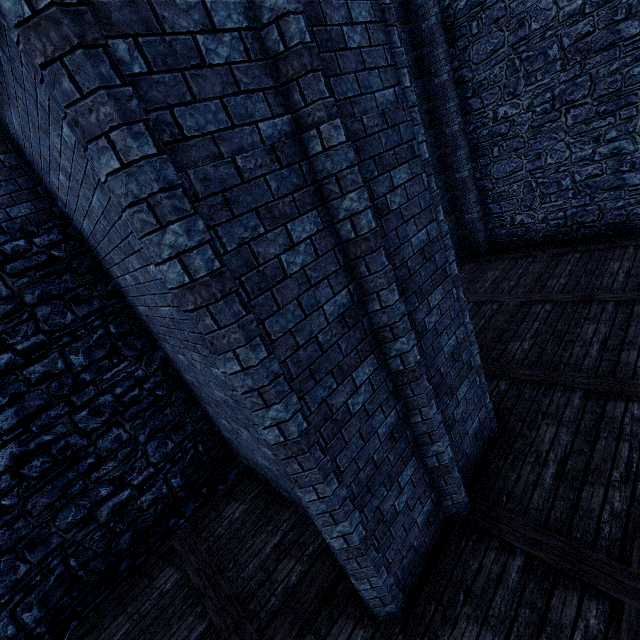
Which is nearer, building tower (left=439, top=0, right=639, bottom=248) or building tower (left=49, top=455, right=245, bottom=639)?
building tower (left=49, top=455, right=245, bottom=639)

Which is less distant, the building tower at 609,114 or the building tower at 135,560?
the building tower at 135,560

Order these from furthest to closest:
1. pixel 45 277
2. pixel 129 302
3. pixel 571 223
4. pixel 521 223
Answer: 1. pixel 521 223
2. pixel 571 223
3. pixel 129 302
4. pixel 45 277

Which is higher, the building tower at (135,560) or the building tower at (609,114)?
the building tower at (609,114)

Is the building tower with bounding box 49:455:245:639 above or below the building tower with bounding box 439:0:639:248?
below
